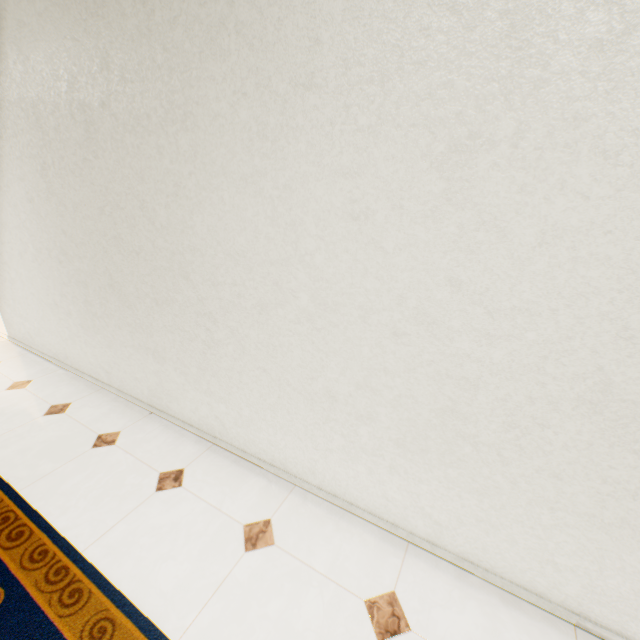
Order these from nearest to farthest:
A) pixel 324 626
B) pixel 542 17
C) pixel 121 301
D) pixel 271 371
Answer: pixel 542 17, pixel 324 626, pixel 271 371, pixel 121 301
